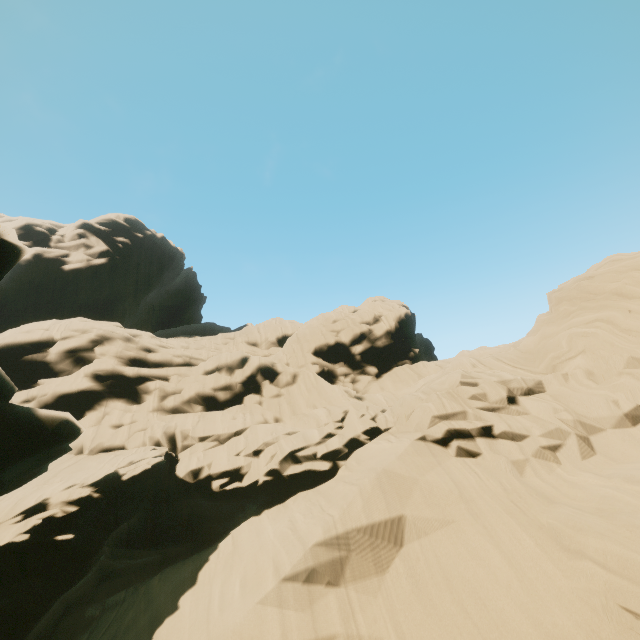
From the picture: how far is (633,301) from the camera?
18.9 meters
